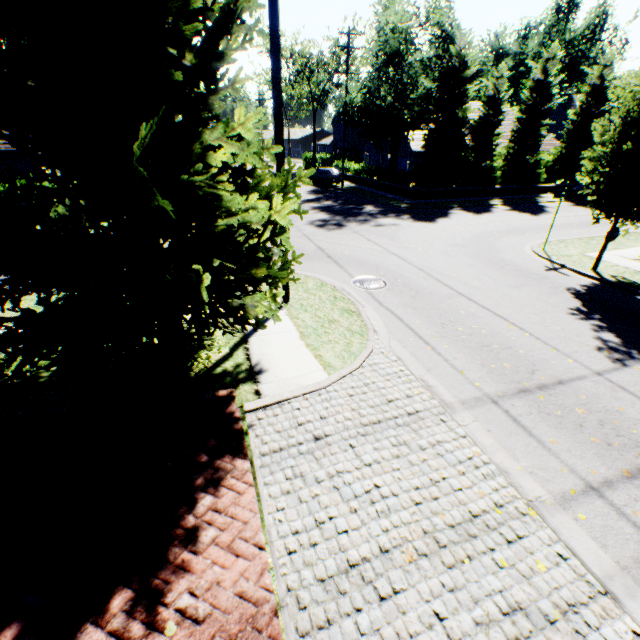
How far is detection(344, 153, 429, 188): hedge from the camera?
25.92m

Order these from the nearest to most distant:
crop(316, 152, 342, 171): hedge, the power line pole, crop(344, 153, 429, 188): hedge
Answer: the power line pole, crop(344, 153, 429, 188): hedge, crop(316, 152, 342, 171): hedge

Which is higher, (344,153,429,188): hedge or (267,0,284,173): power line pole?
(267,0,284,173): power line pole

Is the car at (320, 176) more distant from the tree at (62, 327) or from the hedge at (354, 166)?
the hedge at (354, 166)

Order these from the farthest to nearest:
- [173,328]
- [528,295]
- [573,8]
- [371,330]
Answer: [573,8] → [528,295] → [371,330] → [173,328]

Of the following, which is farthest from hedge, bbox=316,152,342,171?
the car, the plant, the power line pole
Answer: the power line pole

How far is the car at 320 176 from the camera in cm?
3197
